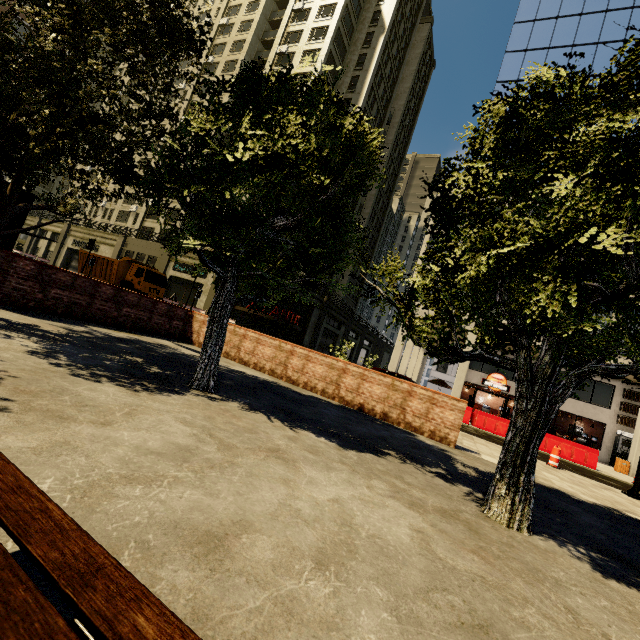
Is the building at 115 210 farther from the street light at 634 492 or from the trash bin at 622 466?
the trash bin at 622 466

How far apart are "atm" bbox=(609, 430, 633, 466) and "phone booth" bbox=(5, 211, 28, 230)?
32.0 meters

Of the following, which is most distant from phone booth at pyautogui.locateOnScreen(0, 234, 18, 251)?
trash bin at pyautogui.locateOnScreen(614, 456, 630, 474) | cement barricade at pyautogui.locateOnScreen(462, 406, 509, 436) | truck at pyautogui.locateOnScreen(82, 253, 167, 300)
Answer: → trash bin at pyautogui.locateOnScreen(614, 456, 630, 474)

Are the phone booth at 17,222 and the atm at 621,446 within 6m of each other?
no

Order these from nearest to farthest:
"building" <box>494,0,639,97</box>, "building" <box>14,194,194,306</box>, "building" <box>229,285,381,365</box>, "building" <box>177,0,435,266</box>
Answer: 1. "building" <box>494,0,639,97</box>
2. "building" <box>229,285,381,365</box>
3. "building" <box>14,194,194,306</box>
4. "building" <box>177,0,435,266</box>

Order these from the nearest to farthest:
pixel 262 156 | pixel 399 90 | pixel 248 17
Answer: pixel 262 156
pixel 248 17
pixel 399 90

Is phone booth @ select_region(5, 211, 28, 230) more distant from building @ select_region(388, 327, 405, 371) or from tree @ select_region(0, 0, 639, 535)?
building @ select_region(388, 327, 405, 371)

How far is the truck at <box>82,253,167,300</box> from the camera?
23.7 meters
